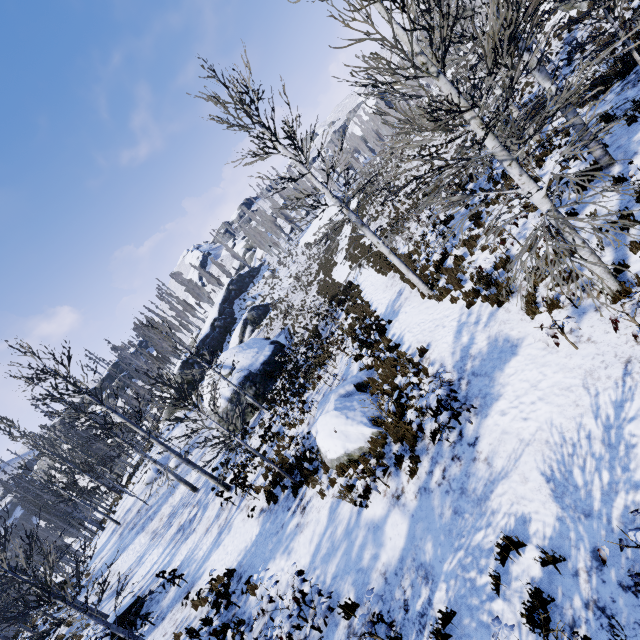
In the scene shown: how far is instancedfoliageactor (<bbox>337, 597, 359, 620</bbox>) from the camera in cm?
616

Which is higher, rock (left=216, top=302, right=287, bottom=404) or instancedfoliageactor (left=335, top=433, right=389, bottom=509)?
rock (left=216, top=302, right=287, bottom=404)

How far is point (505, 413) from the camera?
6.5 meters

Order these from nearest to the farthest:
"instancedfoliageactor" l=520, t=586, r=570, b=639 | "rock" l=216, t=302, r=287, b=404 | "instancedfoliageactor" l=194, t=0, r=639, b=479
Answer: "instancedfoliageactor" l=520, t=586, r=570, b=639
"instancedfoliageactor" l=194, t=0, r=639, b=479
"rock" l=216, t=302, r=287, b=404

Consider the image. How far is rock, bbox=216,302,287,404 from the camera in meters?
21.9 m

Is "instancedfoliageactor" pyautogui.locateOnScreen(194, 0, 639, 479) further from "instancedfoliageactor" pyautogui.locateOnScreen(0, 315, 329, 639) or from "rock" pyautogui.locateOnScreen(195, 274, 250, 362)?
"rock" pyautogui.locateOnScreen(195, 274, 250, 362)

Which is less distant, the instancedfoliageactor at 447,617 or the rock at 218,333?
the instancedfoliageactor at 447,617

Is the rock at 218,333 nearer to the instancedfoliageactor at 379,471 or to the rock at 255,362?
the instancedfoliageactor at 379,471
